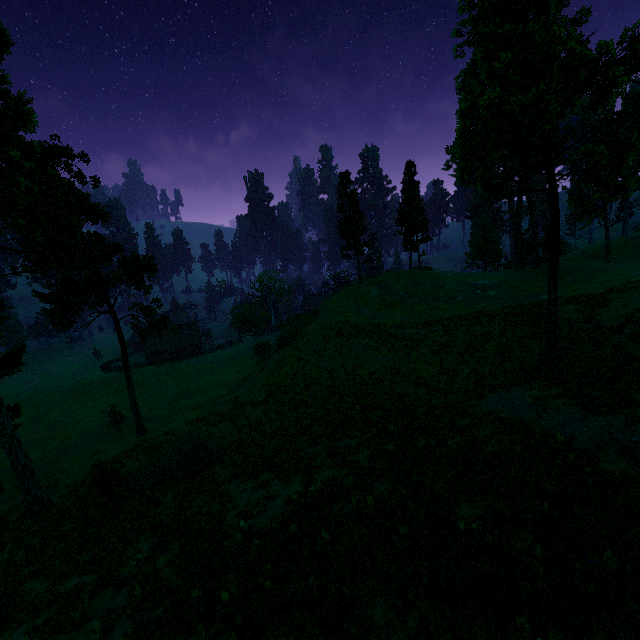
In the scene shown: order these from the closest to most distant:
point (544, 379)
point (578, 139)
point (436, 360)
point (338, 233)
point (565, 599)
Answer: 1. point (565, 599)
2. point (578, 139)
3. point (544, 379)
4. point (436, 360)
5. point (338, 233)

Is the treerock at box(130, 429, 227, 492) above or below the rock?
below

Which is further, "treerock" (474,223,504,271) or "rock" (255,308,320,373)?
"treerock" (474,223,504,271)

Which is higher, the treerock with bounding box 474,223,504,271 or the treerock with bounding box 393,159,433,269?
the treerock with bounding box 393,159,433,269

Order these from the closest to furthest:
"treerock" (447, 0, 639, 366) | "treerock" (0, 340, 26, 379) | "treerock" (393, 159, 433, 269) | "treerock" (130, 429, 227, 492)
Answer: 1. "treerock" (447, 0, 639, 366)
2. "treerock" (130, 429, 227, 492)
3. "treerock" (0, 340, 26, 379)
4. "treerock" (393, 159, 433, 269)

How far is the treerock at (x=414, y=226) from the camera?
48.44m

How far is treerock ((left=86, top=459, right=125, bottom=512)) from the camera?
19.12m

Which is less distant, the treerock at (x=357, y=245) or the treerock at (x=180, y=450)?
the treerock at (x=180, y=450)
